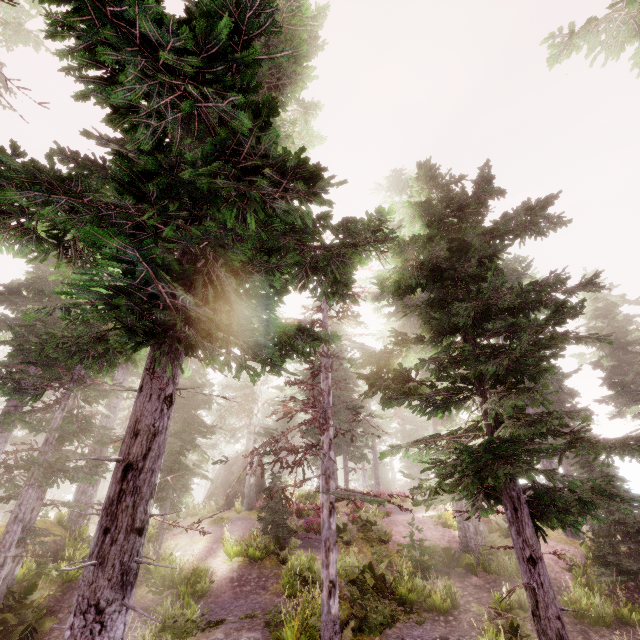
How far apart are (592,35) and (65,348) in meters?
20.2

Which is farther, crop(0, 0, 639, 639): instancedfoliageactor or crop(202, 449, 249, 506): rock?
crop(202, 449, 249, 506): rock

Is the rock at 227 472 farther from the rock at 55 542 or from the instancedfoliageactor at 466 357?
the rock at 55 542

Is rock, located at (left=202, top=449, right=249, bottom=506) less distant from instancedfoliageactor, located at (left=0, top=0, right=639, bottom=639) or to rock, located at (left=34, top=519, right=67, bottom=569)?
instancedfoliageactor, located at (left=0, top=0, right=639, bottom=639)

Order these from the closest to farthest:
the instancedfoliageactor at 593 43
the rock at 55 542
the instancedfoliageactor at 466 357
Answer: the instancedfoliageactor at 466 357 < the instancedfoliageactor at 593 43 < the rock at 55 542

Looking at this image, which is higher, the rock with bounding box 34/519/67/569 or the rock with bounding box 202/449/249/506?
the rock with bounding box 202/449/249/506
